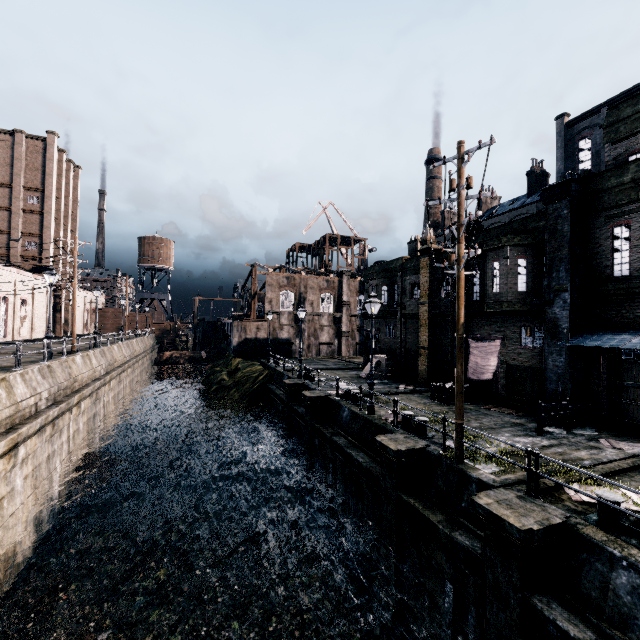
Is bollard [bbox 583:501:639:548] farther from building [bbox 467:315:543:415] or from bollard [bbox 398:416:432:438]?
building [bbox 467:315:543:415]

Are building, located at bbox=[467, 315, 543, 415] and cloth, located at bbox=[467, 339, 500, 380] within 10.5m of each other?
yes

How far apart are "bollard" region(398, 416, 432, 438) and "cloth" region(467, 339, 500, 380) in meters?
7.7

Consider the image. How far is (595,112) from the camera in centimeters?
3962cm

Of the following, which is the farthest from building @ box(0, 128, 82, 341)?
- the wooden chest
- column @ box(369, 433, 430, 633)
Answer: the wooden chest

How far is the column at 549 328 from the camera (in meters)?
15.02

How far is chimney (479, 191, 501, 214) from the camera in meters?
58.5 m

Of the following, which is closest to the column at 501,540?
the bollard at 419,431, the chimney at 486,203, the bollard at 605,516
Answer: the bollard at 605,516
